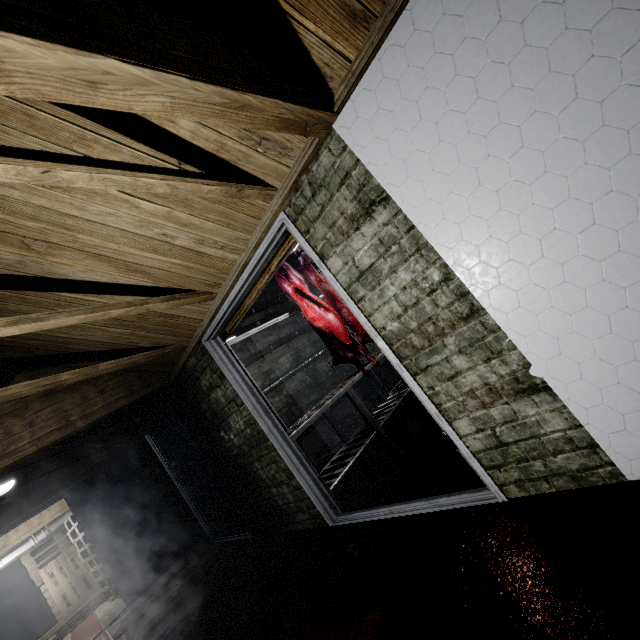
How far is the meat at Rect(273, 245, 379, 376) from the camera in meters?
3.9 m

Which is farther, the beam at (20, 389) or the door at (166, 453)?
the door at (166, 453)

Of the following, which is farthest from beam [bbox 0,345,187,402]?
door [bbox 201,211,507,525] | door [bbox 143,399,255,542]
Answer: door [bbox 143,399,255,542]

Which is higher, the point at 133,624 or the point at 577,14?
the point at 577,14

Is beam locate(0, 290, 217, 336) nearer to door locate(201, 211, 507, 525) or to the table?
door locate(201, 211, 507, 525)

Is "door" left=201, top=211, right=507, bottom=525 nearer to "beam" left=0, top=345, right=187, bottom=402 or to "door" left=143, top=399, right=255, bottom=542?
"beam" left=0, top=345, right=187, bottom=402

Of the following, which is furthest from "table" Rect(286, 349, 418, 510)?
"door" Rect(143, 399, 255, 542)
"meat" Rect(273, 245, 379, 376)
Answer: "door" Rect(143, 399, 255, 542)

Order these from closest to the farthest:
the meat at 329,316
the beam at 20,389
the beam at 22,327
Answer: the beam at 22,327 → the beam at 20,389 → the meat at 329,316
